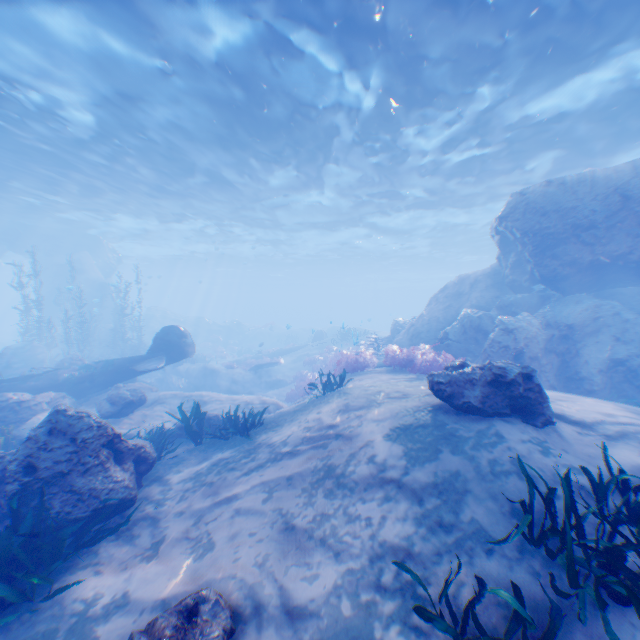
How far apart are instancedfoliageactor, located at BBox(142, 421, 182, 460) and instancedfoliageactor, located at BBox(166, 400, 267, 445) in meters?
1.1

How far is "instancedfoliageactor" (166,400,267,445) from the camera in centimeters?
841cm

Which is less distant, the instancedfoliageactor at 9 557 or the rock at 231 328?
the instancedfoliageactor at 9 557

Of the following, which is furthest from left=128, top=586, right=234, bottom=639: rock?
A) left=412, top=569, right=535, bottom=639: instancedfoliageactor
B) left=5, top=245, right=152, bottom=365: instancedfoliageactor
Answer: left=412, top=569, right=535, bottom=639: instancedfoliageactor

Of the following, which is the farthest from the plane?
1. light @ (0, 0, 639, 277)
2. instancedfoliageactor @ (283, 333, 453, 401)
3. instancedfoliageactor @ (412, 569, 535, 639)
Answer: instancedfoliageactor @ (412, 569, 535, 639)

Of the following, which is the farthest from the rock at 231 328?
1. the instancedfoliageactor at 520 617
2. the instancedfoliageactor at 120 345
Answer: the instancedfoliageactor at 520 617

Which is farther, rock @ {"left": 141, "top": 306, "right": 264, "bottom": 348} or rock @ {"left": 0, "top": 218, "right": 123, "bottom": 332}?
rock @ {"left": 141, "top": 306, "right": 264, "bottom": 348}

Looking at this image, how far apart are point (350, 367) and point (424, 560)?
9.0 meters
